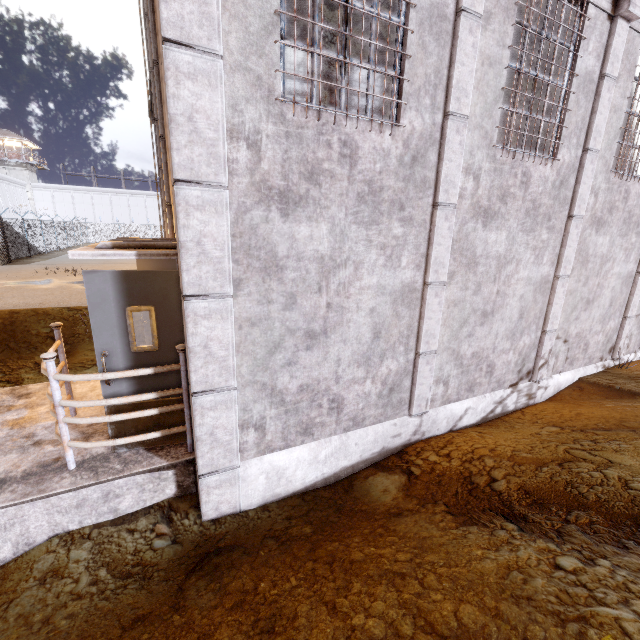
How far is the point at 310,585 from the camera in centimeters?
264cm

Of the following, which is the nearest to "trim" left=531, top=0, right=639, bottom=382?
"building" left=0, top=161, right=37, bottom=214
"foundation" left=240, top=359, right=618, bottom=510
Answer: "foundation" left=240, top=359, right=618, bottom=510

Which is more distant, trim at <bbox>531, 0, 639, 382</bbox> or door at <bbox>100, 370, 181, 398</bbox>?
trim at <bbox>531, 0, 639, 382</bbox>

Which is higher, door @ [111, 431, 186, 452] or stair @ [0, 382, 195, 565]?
door @ [111, 431, 186, 452]

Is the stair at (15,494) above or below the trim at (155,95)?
below

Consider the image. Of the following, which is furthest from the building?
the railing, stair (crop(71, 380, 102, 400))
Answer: the railing

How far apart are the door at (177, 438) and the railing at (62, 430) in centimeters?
10cm

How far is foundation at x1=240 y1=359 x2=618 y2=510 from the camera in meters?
3.9 m
